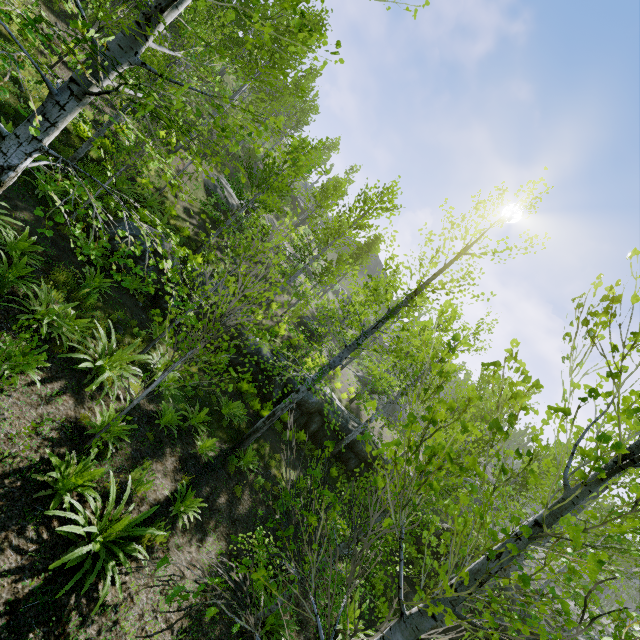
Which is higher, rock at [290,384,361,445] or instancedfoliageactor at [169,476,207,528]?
rock at [290,384,361,445]

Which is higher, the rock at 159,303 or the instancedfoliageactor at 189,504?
the rock at 159,303

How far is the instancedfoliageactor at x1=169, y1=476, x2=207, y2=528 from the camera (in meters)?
6.93

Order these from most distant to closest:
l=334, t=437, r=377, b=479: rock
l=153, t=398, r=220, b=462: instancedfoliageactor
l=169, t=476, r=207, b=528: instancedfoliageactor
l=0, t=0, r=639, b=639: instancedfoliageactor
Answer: l=334, t=437, r=377, b=479: rock
l=153, t=398, r=220, b=462: instancedfoliageactor
l=169, t=476, r=207, b=528: instancedfoliageactor
l=0, t=0, r=639, b=639: instancedfoliageactor

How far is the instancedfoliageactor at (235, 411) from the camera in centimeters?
1111cm

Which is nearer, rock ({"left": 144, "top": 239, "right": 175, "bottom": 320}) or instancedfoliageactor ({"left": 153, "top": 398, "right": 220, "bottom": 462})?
instancedfoliageactor ({"left": 153, "top": 398, "right": 220, "bottom": 462})

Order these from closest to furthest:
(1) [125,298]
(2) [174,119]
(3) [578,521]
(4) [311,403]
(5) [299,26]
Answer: Result: (2) [174,119] < (1) [125,298] < (4) [311,403] < (5) [299,26] < (3) [578,521]
